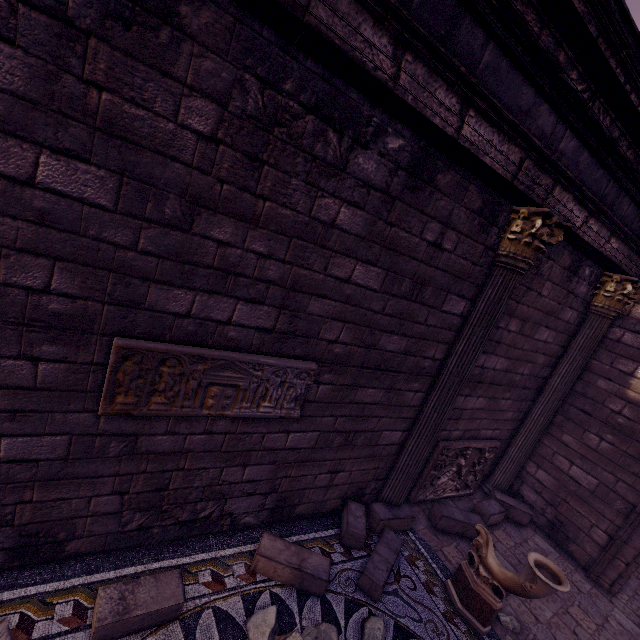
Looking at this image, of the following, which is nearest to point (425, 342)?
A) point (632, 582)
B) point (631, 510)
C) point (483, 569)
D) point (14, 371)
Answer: point (483, 569)

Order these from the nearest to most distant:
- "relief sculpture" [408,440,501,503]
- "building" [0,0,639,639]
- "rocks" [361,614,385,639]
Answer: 1. "building" [0,0,639,639]
2. "rocks" [361,614,385,639]
3. "relief sculpture" [408,440,501,503]

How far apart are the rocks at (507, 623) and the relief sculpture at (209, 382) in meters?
3.8

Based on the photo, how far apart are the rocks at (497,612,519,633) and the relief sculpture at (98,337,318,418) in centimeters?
382cm

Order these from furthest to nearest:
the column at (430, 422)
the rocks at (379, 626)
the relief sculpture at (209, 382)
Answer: the column at (430, 422) < the rocks at (379, 626) < the relief sculpture at (209, 382)

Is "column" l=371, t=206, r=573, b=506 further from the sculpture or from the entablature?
the sculpture

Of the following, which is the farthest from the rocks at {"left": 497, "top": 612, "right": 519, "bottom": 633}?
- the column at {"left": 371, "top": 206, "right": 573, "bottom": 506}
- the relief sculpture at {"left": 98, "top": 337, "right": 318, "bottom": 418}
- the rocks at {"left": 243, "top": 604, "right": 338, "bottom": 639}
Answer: the relief sculpture at {"left": 98, "top": 337, "right": 318, "bottom": 418}

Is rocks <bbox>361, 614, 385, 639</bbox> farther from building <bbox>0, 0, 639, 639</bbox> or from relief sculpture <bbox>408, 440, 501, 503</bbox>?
relief sculpture <bbox>408, 440, 501, 503</bbox>
